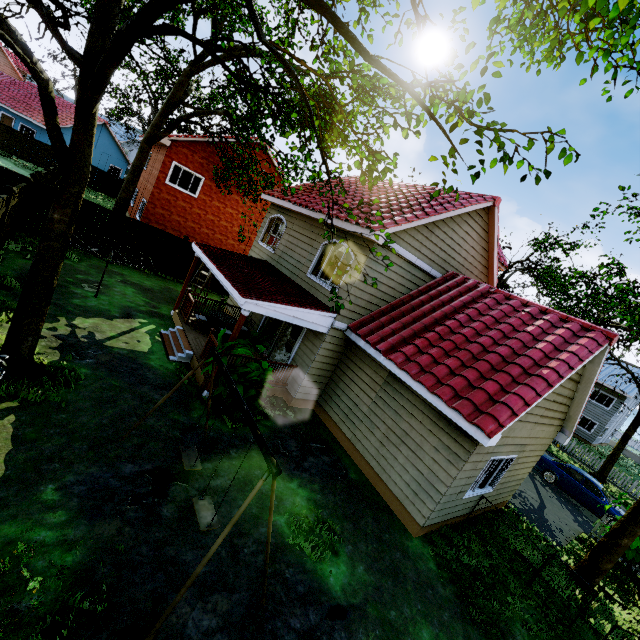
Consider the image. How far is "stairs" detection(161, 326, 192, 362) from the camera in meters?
10.3

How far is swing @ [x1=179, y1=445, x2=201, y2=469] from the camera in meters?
5.7

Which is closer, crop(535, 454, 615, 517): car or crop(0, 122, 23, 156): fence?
crop(535, 454, 615, 517): car

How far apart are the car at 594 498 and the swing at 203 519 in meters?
18.1 m

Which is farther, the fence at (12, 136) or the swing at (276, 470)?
the fence at (12, 136)

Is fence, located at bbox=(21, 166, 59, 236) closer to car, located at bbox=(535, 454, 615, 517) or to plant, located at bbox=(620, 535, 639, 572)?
plant, located at bbox=(620, 535, 639, 572)

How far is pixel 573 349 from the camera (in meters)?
8.02

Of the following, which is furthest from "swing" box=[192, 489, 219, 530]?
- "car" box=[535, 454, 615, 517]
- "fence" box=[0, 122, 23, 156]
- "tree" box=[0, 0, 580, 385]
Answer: "tree" box=[0, 0, 580, 385]
